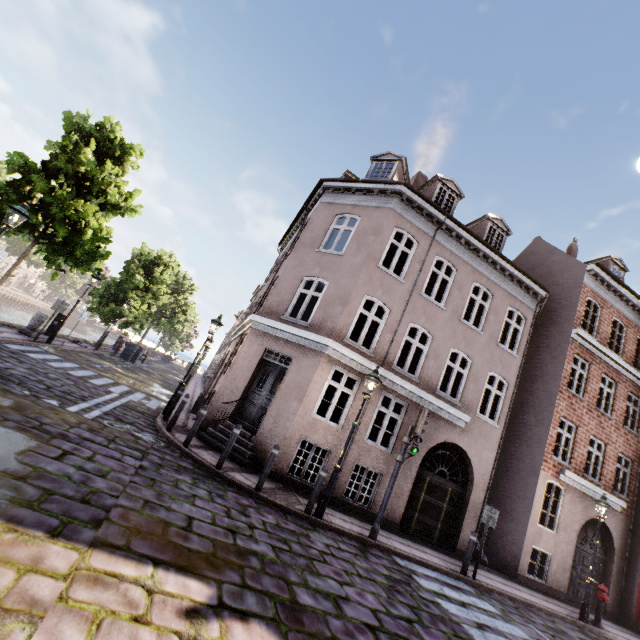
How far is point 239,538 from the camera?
5.05m

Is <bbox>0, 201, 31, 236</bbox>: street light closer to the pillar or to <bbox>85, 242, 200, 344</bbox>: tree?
<bbox>85, 242, 200, 344</bbox>: tree

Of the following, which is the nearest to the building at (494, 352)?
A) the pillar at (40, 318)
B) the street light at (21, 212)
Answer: the street light at (21, 212)

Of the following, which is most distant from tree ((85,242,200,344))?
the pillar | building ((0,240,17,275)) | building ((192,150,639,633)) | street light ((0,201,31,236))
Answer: building ((0,240,17,275))

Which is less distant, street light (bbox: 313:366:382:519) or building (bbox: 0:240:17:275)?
street light (bbox: 313:366:382:519)

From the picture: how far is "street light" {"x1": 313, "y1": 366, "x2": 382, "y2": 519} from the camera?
7.8m

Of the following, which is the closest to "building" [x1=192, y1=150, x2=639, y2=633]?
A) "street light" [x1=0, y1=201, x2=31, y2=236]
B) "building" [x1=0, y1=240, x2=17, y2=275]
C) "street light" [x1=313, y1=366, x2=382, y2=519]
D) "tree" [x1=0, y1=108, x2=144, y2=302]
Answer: "street light" [x1=313, y1=366, x2=382, y2=519]

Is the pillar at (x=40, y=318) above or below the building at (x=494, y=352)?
below
